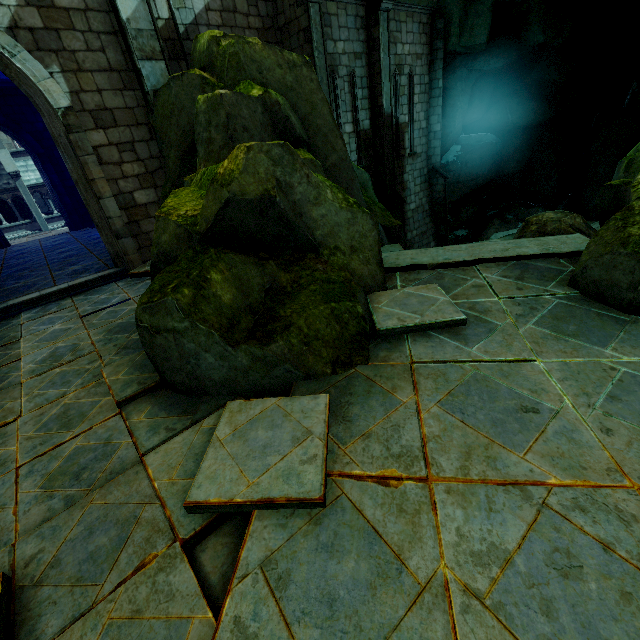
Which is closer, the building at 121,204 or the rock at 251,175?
the rock at 251,175

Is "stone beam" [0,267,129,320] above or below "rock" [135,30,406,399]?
below

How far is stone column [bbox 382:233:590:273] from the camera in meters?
5.1 m

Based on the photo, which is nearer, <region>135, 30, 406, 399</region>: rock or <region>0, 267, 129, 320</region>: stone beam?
<region>135, 30, 406, 399</region>: rock

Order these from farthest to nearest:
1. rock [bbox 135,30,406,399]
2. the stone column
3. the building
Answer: the building
the stone column
rock [bbox 135,30,406,399]

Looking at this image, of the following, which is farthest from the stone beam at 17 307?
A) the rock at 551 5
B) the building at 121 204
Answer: the rock at 551 5

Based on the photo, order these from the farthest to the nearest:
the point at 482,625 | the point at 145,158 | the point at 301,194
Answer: the point at 145,158
the point at 301,194
the point at 482,625

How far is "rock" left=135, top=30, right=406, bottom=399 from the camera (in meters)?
3.35
